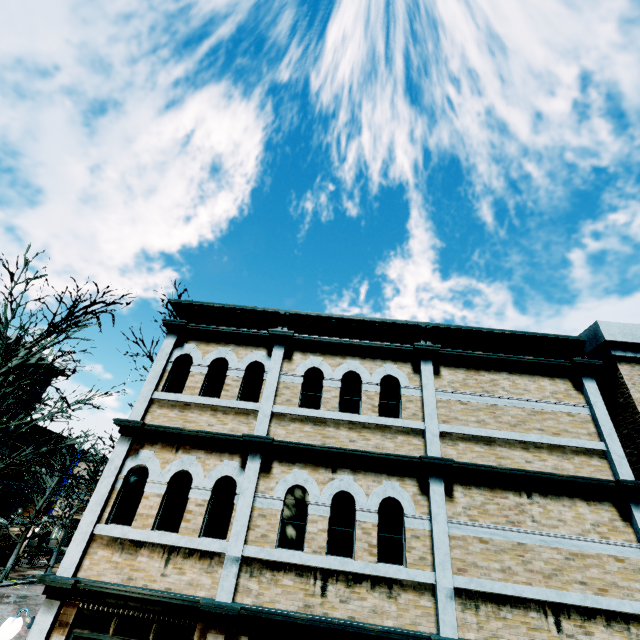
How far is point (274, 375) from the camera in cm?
813

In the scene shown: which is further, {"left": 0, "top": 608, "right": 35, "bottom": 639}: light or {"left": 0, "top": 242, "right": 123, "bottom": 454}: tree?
{"left": 0, "top": 242, "right": 123, "bottom": 454}: tree

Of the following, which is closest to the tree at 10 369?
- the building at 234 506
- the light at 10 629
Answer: the building at 234 506

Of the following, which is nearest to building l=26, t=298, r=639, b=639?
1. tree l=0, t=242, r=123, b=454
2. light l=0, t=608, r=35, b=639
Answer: light l=0, t=608, r=35, b=639

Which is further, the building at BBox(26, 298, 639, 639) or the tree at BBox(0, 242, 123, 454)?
the tree at BBox(0, 242, 123, 454)

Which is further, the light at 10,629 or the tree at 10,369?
the tree at 10,369

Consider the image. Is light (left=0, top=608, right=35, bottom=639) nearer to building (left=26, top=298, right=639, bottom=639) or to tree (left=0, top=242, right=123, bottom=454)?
building (left=26, top=298, right=639, bottom=639)
